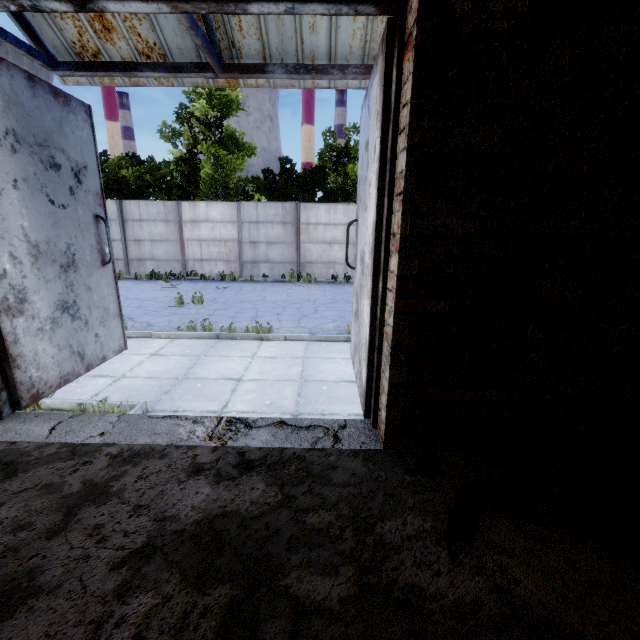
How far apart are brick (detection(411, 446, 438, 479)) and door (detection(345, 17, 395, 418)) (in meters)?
0.46

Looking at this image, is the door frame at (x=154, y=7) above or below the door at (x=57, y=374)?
above

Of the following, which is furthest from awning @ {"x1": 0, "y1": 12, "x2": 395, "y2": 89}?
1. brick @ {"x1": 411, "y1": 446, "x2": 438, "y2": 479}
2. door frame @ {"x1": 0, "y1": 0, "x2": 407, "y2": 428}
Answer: brick @ {"x1": 411, "y1": 446, "x2": 438, "y2": 479}

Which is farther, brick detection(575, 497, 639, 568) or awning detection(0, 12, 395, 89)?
awning detection(0, 12, 395, 89)

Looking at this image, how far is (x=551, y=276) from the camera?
1.54m

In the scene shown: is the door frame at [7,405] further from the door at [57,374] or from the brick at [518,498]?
the brick at [518,498]

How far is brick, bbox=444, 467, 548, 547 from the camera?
1.25m

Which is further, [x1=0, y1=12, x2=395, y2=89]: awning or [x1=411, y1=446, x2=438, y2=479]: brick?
[x1=0, y1=12, x2=395, y2=89]: awning
